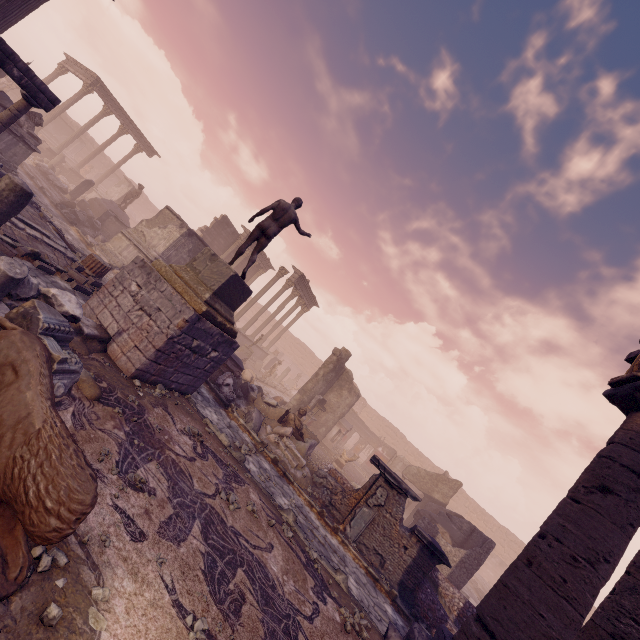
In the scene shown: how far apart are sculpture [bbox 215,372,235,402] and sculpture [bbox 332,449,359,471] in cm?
863

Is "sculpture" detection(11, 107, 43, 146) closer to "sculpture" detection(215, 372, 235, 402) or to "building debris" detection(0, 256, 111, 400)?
"building debris" detection(0, 256, 111, 400)

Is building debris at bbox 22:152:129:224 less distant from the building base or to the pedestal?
the pedestal

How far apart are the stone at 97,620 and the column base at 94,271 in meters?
9.3 m

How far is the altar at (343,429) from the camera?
20.73m

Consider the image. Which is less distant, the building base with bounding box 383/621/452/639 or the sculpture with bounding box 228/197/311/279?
the building base with bounding box 383/621/452/639

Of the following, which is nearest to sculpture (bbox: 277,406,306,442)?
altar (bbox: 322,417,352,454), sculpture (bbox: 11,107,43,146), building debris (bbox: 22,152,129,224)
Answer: altar (bbox: 322,417,352,454)

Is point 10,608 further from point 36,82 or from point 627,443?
point 36,82
